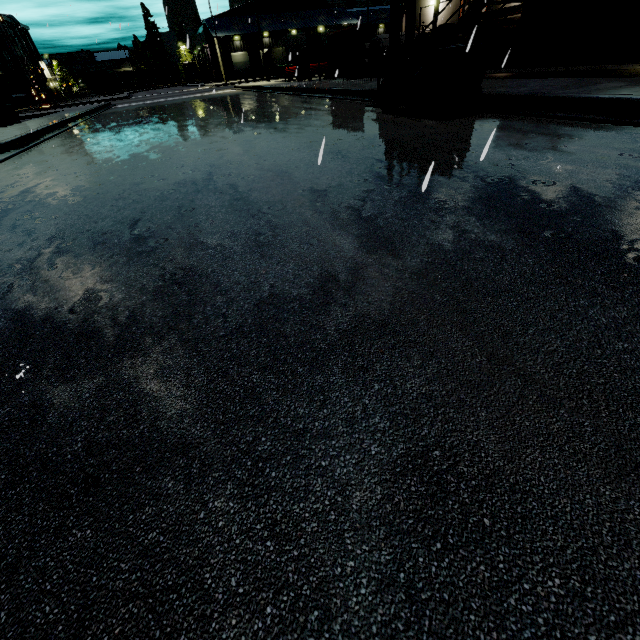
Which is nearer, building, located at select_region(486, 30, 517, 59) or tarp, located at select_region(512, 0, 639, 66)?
tarp, located at select_region(512, 0, 639, 66)

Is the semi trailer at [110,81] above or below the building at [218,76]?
A: above

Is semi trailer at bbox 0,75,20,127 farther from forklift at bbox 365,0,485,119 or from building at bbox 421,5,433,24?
forklift at bbox 365,0,485,119

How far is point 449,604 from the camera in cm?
87

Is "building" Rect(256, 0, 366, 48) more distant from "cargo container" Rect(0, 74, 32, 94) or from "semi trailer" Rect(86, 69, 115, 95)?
"cargo container" Rect(0, 74, 32, 94)

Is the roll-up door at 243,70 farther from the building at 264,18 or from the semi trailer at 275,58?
the semi trailer at 275,58

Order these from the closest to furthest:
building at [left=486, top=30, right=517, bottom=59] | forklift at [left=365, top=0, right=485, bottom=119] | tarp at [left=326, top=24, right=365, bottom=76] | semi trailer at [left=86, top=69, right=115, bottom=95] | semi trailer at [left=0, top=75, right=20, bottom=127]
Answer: forklift at [left=365, top=0, right=485, bottom=119], tarp at [left=326, top=24, right=365, bottom=76], building at [left=486, top=30, right=517, bottom=59], semi trailer at [left=0, top=75, right=20, bottom=127], semi trailer at [left=86, top=69, right=115, bottom=95]

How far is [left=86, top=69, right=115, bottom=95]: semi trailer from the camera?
53.69m
